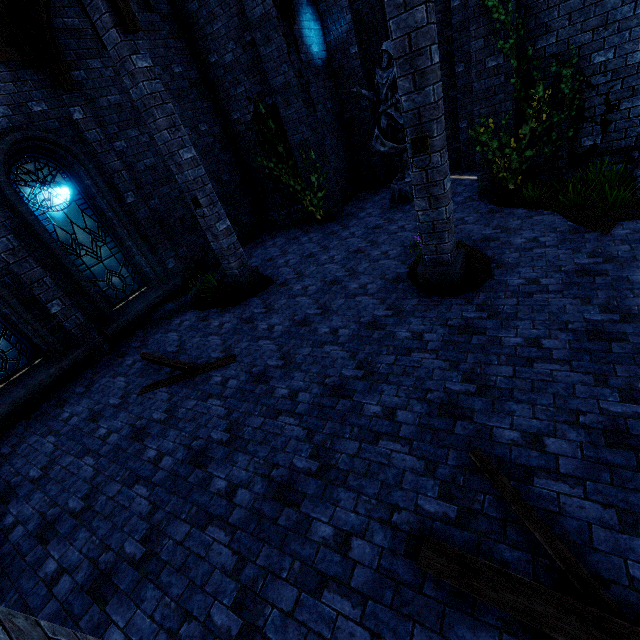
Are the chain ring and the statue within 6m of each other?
yes

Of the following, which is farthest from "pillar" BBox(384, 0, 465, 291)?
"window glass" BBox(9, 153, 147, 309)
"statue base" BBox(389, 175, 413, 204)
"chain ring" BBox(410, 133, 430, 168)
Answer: "window glass" BBox(9, 153, 147, 309)

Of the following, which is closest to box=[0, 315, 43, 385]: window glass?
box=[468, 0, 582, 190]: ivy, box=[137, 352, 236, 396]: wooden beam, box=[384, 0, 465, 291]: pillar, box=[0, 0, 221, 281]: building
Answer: box=[0, 0, 221, 281]: building

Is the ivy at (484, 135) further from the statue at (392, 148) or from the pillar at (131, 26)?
the pillar at (131, 26)

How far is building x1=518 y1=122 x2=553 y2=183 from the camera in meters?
7.5 m

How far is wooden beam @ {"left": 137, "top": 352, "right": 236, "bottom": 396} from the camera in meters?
6.0

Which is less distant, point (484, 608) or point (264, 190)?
point (484, 608)

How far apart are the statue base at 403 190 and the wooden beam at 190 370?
7.34m
